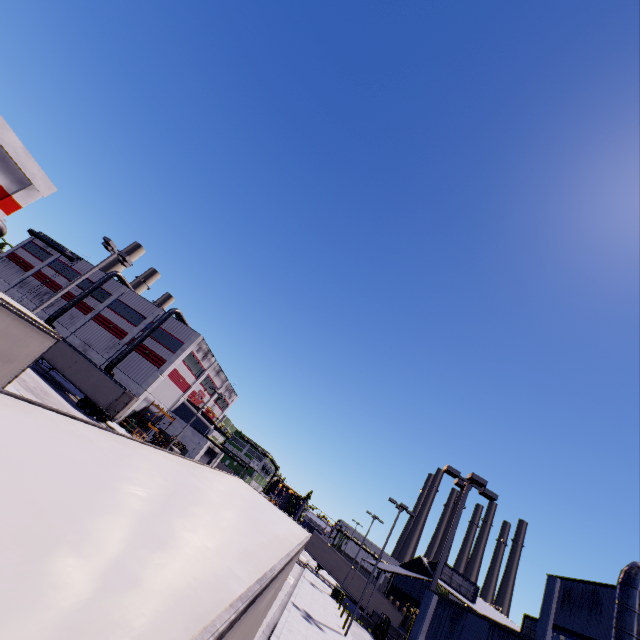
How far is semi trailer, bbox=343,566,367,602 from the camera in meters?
43.7 m

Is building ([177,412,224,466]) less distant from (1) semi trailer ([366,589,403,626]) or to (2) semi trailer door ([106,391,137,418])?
(1) semi trailer ([366,589,403,626])

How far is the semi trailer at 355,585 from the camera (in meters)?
43.66

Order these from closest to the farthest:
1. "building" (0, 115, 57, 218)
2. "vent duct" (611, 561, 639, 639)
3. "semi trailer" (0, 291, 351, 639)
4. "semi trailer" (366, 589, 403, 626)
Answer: "semi trailer" (0, 291, 351, 639), "vent duct" (611, 561, 639, 639), "building" (0, 115, 57, 218), "semi trailer" (366, 589, 403, 626)

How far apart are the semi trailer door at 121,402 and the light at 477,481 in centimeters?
3067cm

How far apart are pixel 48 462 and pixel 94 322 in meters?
55.6 m

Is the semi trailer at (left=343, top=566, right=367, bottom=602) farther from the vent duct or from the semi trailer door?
the vent duct

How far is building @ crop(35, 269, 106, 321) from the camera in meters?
48.7 m
